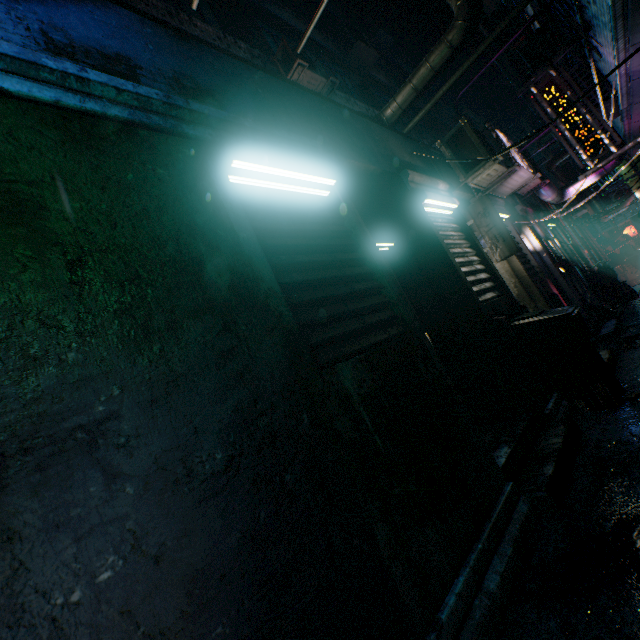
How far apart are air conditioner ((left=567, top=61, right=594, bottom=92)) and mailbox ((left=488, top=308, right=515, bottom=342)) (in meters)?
4.93

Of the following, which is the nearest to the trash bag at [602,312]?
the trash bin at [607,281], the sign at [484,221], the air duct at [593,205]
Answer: the trash bin at [607,281]

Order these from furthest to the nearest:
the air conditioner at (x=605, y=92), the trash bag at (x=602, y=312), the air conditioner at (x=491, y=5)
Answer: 1. the air conditioner at (x=491, y=5)
2. the trash bag at (x=602, y=312)
3. the air conditioner at (x=605, y=92)

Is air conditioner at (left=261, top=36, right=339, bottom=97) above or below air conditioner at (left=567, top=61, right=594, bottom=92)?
above

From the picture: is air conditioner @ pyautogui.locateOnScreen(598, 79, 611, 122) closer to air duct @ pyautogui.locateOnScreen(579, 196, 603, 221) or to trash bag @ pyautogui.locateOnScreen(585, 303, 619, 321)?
trash bag @ pyautogui.locateOnScreen(585, 303, 619, 321)

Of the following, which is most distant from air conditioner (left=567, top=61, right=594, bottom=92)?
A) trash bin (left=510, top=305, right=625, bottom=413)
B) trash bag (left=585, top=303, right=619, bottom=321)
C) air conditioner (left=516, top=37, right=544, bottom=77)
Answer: trash bin (left=510, top=305, right=625, bottom=413)

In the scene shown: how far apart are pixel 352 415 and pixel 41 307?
1.3m

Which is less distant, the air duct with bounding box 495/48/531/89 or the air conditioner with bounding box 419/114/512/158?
the air conditioner with bounding box 419/114/512/158
